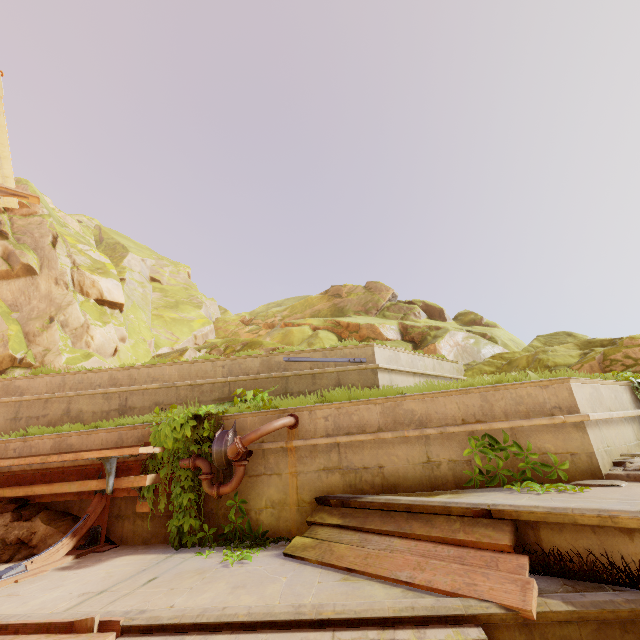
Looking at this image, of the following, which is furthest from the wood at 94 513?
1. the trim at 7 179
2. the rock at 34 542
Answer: the trim at 7 179

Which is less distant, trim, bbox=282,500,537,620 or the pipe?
trim, bbox=282,500,537,620

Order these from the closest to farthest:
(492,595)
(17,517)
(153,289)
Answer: (492,595) → (17,517) → (153,289)

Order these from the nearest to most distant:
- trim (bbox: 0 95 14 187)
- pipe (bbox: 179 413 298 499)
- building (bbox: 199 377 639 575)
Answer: building (bbox: 199 377 639 575), pipe (bbox: 179 413 298 499), trim (bbox: 0 95 14 187)

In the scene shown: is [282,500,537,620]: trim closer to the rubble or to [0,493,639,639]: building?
[0,493,639,639]: building

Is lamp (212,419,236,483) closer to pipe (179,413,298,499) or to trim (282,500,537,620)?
pipe (179,413,298,499)

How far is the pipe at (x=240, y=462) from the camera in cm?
483

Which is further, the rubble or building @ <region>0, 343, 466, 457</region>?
building @ <region>0, 343, 466, 457</region>
